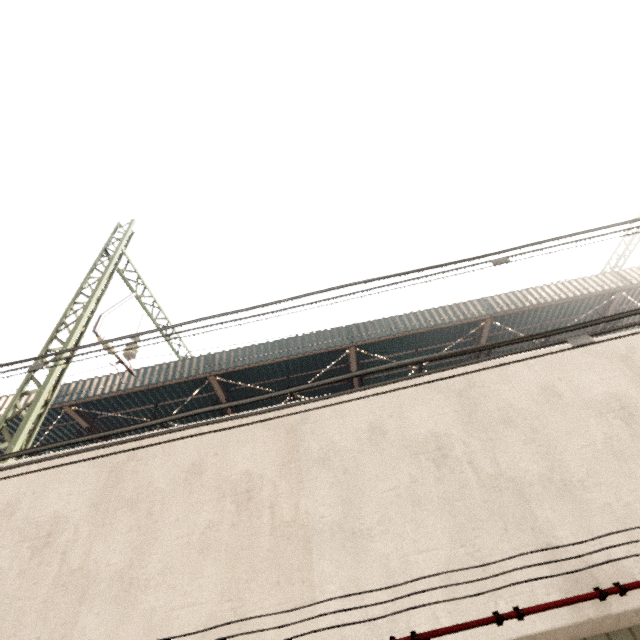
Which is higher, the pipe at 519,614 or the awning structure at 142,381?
the awning structure at 142,381

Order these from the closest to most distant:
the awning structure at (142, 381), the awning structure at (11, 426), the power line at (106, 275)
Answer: the power line at (106, 275)
the awning structure at (142, 381)
the awning structure at (11, 426)

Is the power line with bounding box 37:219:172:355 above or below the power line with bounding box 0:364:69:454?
above

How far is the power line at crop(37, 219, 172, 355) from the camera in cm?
764

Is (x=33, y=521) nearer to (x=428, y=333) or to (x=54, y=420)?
(x=54, y=420)

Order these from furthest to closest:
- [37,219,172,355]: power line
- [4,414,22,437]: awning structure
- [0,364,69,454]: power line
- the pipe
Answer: [4,414,22,437]: awning structure
[37,219,172,355]: power line
[0,364,69,454]: power line
the pipe

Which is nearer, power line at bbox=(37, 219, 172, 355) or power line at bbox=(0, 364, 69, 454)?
power line at bbox=(0, 364, 69, 454)

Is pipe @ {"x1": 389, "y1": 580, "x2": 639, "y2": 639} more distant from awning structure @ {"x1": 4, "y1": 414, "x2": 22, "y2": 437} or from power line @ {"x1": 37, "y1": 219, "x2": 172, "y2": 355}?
awning structure @ {"x1": 4, "y1": 414, "x2": 22, "y2": 437}
